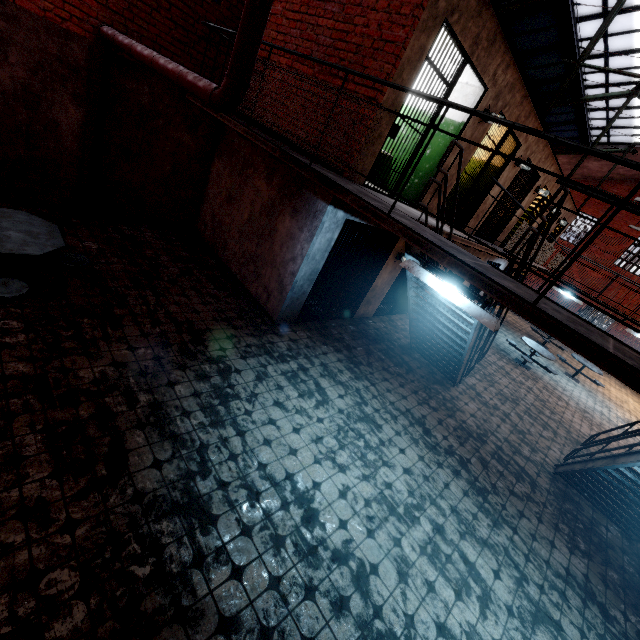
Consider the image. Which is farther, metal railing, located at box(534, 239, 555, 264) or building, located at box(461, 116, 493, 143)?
metal railing, located at box(534, 239, 555, 264)

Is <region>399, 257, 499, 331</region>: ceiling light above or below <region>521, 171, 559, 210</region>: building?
below

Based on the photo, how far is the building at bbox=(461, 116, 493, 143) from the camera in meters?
6.3

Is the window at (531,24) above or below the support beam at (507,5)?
above

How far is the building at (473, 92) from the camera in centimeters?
615cm

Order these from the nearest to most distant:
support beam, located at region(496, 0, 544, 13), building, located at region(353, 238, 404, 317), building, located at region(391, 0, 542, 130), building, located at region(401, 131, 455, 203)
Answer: building, located at region(391, 0, 542, 130), building, located at region(401, 131, 455, 203), building, located at region(353, 238, 404, 317), support beam, located at region(496, 0, 544, 13)

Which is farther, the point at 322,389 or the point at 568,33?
the point at 568,33
